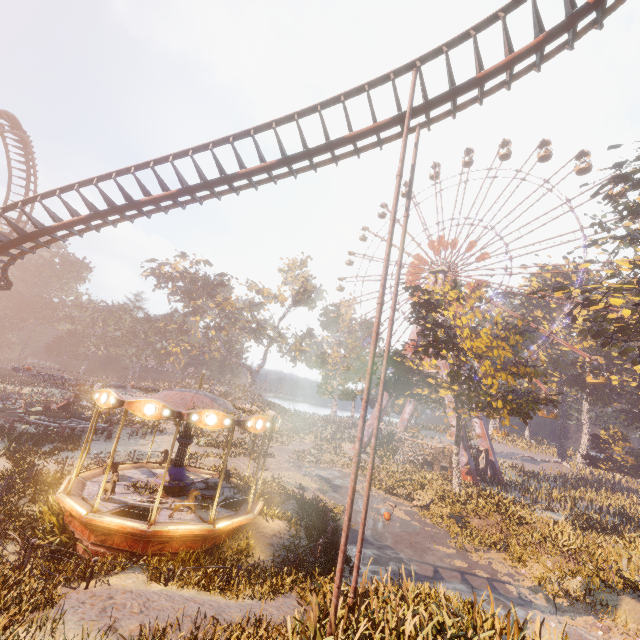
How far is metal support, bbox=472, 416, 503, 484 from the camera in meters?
39.4 m

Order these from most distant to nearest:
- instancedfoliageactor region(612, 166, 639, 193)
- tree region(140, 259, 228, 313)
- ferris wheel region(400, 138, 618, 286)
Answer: tree region(140, 259, 228, 313)
ferris wheel region(400, 138, 618, 286)
instancedfoliageactor region(612, 166, 639, 193)

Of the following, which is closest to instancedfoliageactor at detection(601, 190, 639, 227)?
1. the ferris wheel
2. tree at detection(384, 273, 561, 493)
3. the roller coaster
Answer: the roller coaster

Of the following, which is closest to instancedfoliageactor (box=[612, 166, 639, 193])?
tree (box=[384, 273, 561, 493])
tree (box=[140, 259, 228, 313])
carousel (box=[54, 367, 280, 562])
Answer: carousel (box=[54, 367, 280, 562])

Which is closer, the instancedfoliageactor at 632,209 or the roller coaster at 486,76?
the roller coaster at 486,76

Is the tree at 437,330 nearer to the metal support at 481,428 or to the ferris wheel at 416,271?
the metal support at 481,428

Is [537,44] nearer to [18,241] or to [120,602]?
[120,602]

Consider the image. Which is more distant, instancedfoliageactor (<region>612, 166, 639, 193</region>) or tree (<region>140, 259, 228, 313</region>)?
tree (<region>140, 259, 228, 313</region>)
